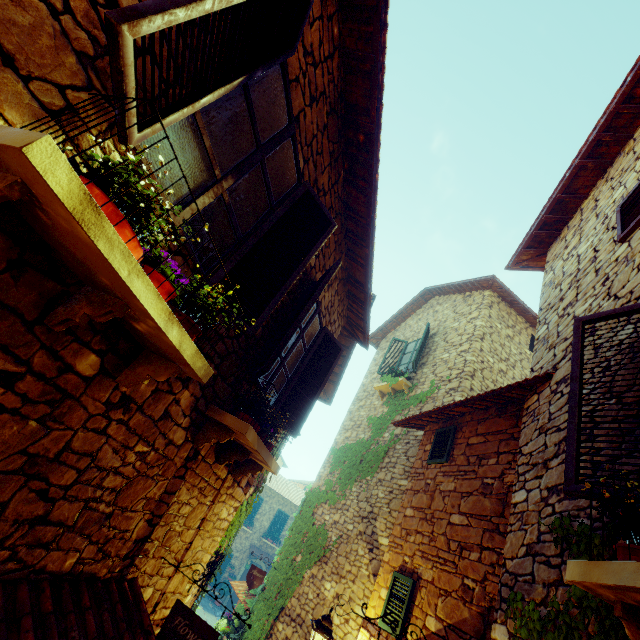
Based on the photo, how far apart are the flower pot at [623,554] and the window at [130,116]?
2.6 meters

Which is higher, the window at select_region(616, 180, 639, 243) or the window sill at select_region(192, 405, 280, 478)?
the window at select_region(616, 180, 639, 243)

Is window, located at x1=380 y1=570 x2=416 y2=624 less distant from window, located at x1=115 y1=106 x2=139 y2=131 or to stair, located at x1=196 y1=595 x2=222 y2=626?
window, located at x1=115 y1=106 x2=139 y2=131

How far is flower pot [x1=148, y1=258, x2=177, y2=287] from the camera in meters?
1.7 m

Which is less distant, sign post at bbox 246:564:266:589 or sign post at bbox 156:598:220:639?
sign post at bbox 156:598:220:639

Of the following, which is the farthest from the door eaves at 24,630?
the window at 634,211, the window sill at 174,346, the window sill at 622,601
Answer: the window at 634,211

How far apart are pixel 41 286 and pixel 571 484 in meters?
3.4 m
